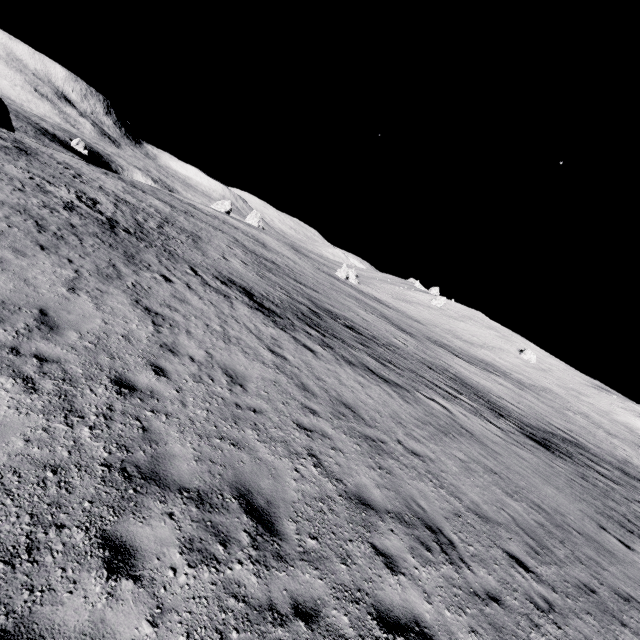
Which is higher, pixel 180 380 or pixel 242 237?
pixel 242 237
